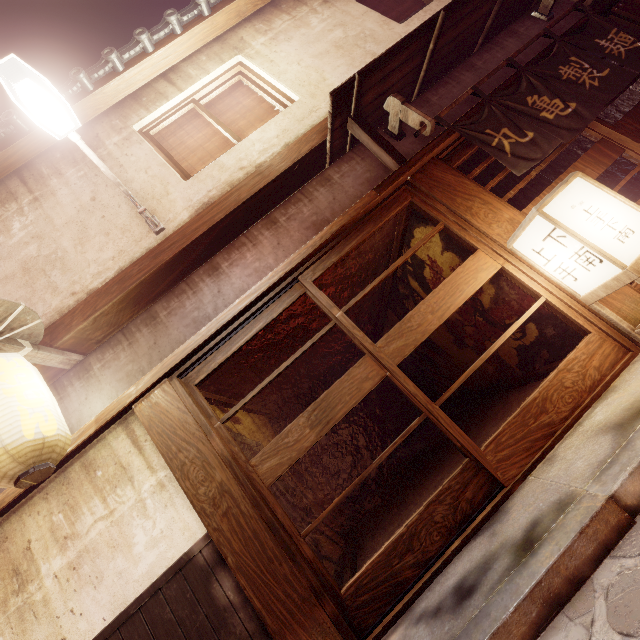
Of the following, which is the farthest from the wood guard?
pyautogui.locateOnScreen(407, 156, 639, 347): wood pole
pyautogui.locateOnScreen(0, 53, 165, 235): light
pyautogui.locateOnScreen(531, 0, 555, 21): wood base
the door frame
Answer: pyautogui.locateOnScreen(531, 0, 555, 21): wood base

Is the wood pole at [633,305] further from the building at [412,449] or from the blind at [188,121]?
the blind at [188,121]

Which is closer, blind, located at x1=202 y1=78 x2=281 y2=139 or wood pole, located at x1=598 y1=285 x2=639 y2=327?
wood pole, located at x1=598 y1=285 x2=639 y2=327

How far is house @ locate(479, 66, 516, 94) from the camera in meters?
8.1

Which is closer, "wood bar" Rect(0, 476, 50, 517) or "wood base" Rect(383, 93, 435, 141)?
"wood bar" Rect(0, 476, 50, 517)

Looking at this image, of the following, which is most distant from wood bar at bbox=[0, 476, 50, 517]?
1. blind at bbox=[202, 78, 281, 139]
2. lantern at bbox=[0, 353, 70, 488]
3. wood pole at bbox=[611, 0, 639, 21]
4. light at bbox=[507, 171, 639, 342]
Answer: blind at bbox=[202, 78, 281, 139]

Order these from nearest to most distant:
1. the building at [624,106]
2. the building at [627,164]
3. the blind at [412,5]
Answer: the blind at [412,5] → the building at [624,106] → the building at [627,164]

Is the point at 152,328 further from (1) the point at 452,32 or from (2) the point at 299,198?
(1) the point at 452,32
